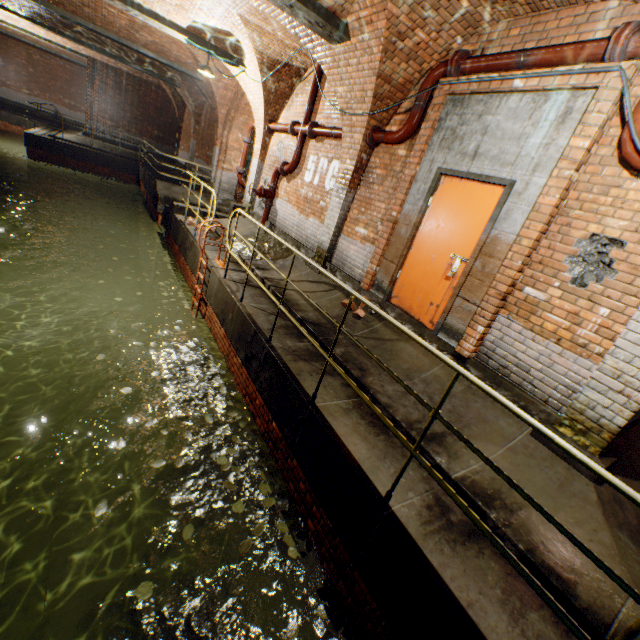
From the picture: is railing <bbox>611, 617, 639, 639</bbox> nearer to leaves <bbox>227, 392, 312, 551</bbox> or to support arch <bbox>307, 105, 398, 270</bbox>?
leaves <bbox>227, 392, 312, 551</bbox>

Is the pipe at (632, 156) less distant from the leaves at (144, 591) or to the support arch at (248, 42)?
the leaves at (144, 591)

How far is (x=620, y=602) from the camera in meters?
2.3 m

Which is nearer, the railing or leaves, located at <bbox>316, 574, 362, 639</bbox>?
the railing

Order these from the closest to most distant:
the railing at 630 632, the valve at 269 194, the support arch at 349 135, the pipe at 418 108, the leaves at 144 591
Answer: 1. the railing at 630 632
2. the leaves at 144 591
3. the pipe at 418 108
4. the support arch at 349 135
5. the valve at 269 194

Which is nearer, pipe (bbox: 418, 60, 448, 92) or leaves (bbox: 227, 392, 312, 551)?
leaves (bbox: 227, 392, 312, 551)

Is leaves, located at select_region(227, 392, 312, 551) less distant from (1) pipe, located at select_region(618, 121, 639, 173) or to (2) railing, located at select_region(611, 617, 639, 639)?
(2) railing, located at select_region(611, 617, 639, 639)

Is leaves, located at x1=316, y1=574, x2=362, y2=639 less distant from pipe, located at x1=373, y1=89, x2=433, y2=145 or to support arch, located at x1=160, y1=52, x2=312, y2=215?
pipe, located at x1=373, y1=89, x2=433, y2=145
